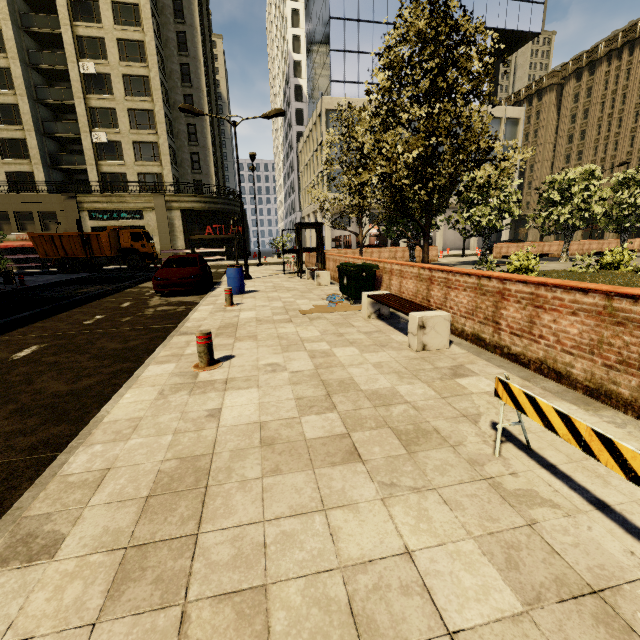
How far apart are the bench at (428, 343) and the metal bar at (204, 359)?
3.1 meters

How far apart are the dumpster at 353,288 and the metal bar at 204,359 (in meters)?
4.85

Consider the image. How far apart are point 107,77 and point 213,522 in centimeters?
4387cm

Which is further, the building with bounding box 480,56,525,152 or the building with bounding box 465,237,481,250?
the building with bounding box 465,237,481,250

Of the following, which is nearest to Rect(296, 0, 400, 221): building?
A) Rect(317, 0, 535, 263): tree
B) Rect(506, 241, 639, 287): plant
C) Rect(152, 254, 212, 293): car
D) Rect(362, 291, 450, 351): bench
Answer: Rect(317, 0, 535, 263): tree

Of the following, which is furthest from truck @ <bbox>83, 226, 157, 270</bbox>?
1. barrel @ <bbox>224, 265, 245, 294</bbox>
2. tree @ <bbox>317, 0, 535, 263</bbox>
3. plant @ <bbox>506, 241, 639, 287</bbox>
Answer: plant @ <bbox>506, 241, 639, 287</bbox>

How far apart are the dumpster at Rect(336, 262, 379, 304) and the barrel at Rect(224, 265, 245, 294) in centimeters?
362cm

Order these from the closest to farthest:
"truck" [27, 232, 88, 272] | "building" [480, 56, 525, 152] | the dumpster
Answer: the dumpster, "truck" [27, 232, 88, 272], "building" [480, 56, 525, 152]
